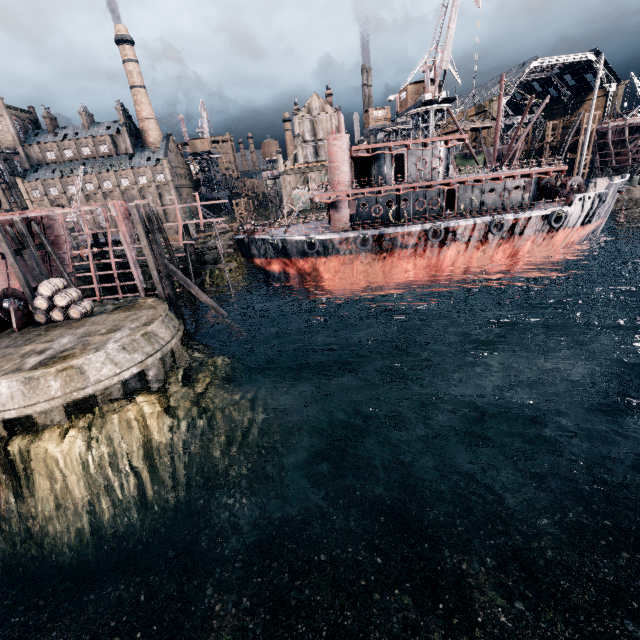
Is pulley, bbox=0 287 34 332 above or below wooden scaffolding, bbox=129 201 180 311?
below

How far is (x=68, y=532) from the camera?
14.7 meters

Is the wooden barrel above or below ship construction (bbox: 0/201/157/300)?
below

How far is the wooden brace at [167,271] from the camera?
23.8 meters

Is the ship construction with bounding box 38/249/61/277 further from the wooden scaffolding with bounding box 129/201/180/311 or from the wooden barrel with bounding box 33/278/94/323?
Result: the wooden barrel with bounding box 33/278/94/323

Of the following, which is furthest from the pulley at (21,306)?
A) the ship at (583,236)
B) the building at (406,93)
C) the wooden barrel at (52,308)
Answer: the building at (406,93)

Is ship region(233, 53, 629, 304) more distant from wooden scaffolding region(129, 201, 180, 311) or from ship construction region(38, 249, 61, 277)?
wooden scaffolding region(129, 201, 180, 311)

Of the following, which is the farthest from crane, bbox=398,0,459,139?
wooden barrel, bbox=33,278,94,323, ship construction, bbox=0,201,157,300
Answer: wooden barrel, bbox=33,278,94,323
